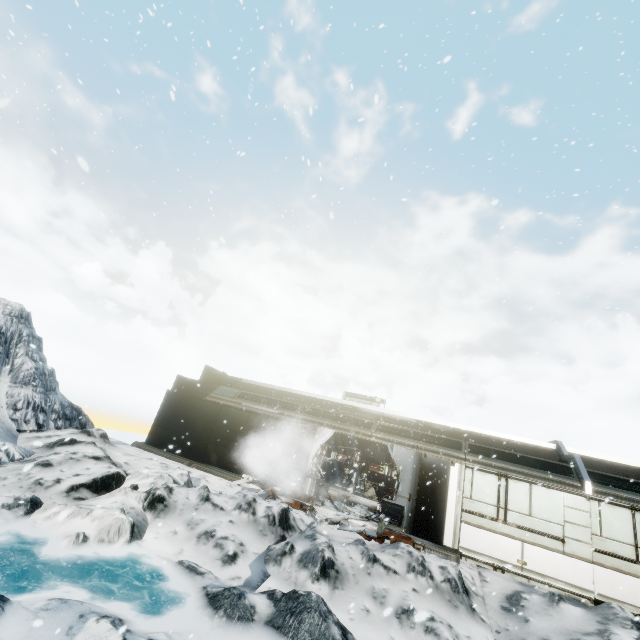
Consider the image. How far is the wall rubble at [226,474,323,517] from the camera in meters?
11.1 m

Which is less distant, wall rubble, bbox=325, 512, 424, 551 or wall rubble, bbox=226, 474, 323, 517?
wall rubble, bbox=325, 512, 424, 551

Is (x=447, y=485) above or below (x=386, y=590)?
above

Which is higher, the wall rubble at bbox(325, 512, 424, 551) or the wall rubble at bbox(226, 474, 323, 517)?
the wall rubble at bbox(226, 474, 323, 517)

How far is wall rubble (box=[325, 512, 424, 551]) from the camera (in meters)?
9.77

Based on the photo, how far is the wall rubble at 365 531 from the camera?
9.8 meters

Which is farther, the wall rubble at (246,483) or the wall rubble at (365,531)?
the wall rubble at (246,483)
